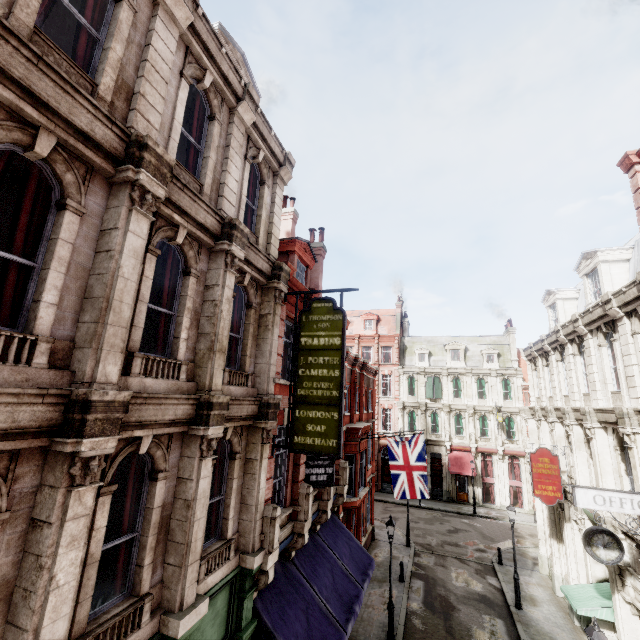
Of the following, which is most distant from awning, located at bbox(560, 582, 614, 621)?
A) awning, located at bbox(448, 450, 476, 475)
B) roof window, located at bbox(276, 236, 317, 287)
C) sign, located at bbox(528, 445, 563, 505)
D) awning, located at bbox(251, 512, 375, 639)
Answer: awning, located at bbox(448, 450, 476, 475)

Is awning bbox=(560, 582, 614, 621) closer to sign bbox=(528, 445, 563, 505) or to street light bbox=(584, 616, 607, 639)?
sign bbox=(528, 445, 563, 505)

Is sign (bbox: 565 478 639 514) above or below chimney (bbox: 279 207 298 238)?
below

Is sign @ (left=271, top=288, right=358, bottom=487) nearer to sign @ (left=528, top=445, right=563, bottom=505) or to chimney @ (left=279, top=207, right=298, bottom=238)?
chimney @ (left=279, top=207, right=298, bottom=238)

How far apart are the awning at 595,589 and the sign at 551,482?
2.92m

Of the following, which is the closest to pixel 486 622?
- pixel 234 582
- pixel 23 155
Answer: pixel 234 582

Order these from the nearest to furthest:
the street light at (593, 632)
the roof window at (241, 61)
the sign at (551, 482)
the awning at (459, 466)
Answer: the street light at (593, 632) < the roof window at (241, 61) < the sign at (551, 482) < the awning at (459, 466)

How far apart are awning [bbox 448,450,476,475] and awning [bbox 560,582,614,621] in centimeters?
1893cm
